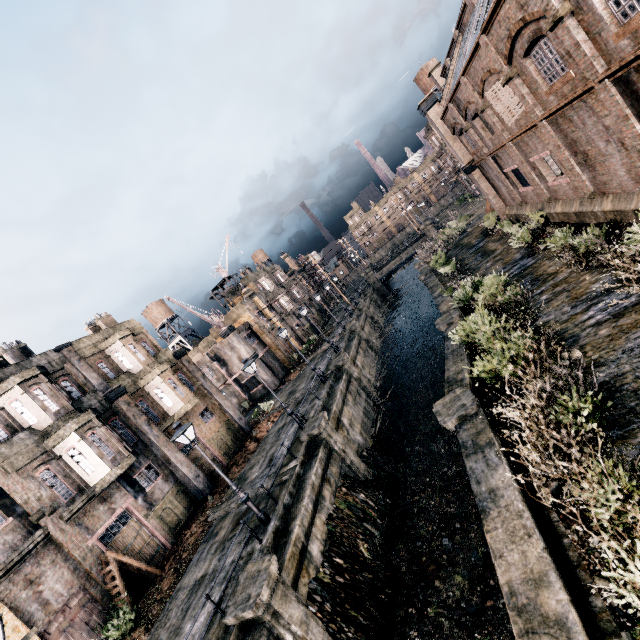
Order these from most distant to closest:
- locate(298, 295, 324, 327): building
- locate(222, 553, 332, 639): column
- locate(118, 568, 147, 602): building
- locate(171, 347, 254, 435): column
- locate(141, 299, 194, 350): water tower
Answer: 1. locate(141, 299, 194, 350): water tower
2. locate(298, 295, 324, 327): building
3. locate(171, 347, 254, 435): column
4. locate(118, 568, 147, 602): building
5. locate(222, 553, 332, 639): column

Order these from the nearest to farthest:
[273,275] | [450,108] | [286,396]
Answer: [450,108] < [286,396] < [273,275]

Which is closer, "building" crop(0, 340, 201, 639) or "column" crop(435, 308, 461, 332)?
"building" crop(0, 340, 201, 639)

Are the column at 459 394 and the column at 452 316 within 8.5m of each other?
yes

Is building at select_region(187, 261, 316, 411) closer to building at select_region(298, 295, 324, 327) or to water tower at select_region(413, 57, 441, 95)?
building at select_region(298, 295, 324, 327)

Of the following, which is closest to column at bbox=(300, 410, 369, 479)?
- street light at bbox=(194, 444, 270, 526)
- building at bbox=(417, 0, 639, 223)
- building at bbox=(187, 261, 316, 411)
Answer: street light at bbox=(194, 444, 270, 526)

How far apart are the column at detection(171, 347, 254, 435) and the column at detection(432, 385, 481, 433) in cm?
1977

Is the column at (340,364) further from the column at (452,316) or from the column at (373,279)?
the column at (373,279)
